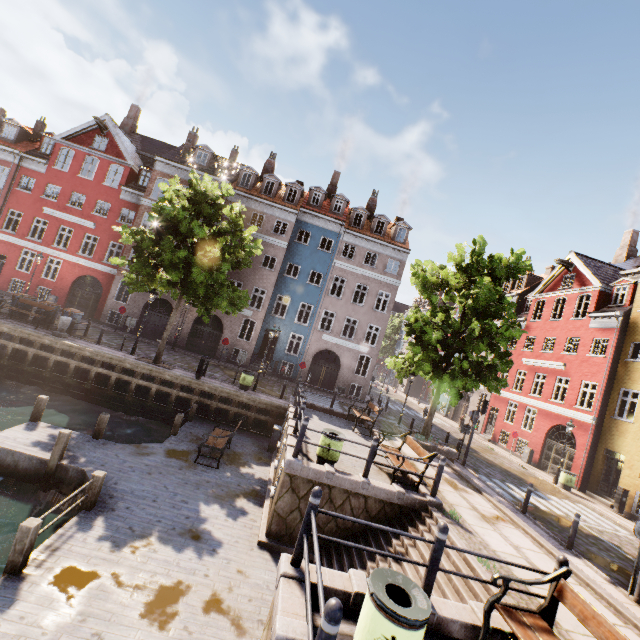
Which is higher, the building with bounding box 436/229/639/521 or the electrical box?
the building with bounding box 436/229/639/521

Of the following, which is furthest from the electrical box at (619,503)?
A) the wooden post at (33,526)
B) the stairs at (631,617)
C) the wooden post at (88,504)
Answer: the wooden post at (33,526)

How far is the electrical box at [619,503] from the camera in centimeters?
1655cm

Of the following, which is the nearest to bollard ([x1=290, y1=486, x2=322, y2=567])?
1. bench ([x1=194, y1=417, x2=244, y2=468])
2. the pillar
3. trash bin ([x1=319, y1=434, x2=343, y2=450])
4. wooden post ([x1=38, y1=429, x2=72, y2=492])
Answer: trash bin ([x1=319, y1=434, x2=343, y2=450])

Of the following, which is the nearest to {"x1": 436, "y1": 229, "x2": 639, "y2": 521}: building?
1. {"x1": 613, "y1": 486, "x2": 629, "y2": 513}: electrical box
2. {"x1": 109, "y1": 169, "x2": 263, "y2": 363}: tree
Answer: {"x1": 613, "y1": 486, "x2": 629, "y2": 513}: electrical box

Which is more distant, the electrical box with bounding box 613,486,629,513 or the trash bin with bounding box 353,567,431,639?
the electrical box with bounding box 613,486,629,513

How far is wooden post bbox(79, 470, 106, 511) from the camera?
7.5 meters

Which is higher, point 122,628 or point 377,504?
point 377,504
